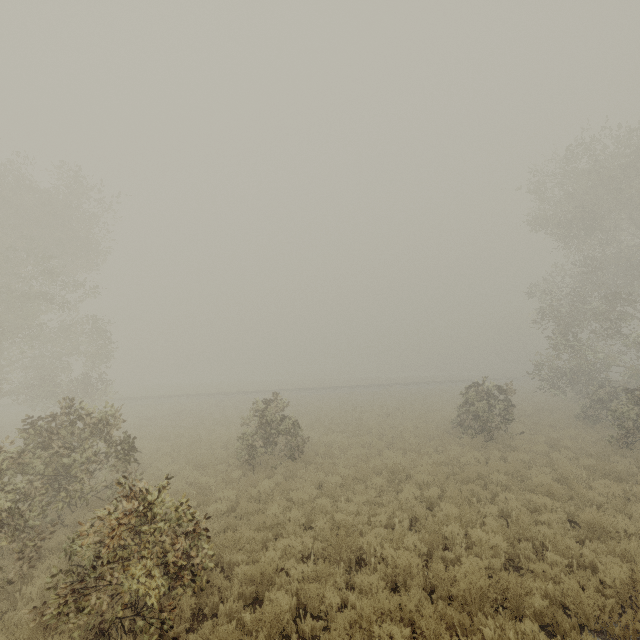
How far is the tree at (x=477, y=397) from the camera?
15.59m

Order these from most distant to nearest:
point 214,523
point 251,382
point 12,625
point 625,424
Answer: point 251,382 < point 625,424 < point 214,523 < point 12,625

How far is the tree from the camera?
15.59m
